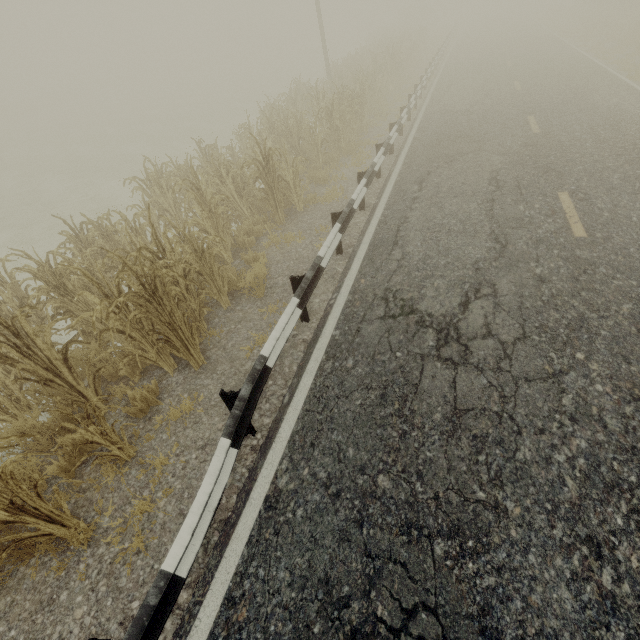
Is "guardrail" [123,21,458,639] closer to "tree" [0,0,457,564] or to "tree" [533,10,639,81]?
"tree" [0,0,457,564]

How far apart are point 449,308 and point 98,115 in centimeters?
5164cm

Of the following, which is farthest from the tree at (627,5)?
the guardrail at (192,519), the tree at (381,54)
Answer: the tree at (381,54)

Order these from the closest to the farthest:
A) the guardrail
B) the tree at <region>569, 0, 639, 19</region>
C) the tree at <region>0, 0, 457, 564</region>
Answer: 1. the guardrail
2. the tree at <region>0, 0, 457, 564</region>
3. the tree at <region>569, 0, 639, 19</region>

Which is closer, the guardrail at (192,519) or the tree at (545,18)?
the guardrail at (192,519)

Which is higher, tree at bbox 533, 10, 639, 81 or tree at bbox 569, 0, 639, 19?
tree at bbox 569, 0, 639, 19

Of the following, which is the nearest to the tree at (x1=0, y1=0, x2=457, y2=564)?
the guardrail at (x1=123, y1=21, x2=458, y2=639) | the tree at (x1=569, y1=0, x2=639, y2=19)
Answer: the guardrail at (x1=123, y1=21, x2=458, y2=639)
